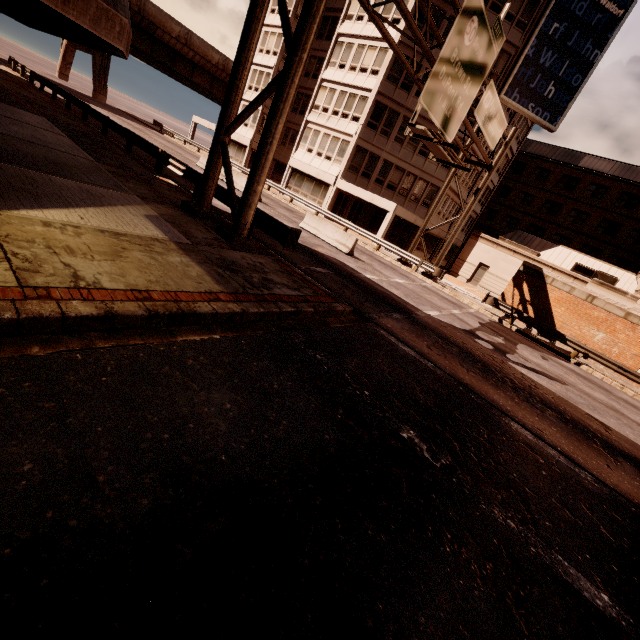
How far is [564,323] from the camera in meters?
20.2

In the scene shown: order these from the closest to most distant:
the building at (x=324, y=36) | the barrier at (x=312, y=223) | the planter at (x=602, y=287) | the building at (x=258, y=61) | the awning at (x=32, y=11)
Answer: the awning at (x=32, y=11) → the barrier at (x=312, y=223) → the planter at (x=602, y=287) → the building at (x=324, y=36) → the building at (x=258, y=61)

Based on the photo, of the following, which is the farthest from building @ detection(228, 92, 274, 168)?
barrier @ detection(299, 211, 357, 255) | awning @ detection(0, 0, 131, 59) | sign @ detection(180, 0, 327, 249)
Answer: awning @ detection(0, 0, 131, 59)

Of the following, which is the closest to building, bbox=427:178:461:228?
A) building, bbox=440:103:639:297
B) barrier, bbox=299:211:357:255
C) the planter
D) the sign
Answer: building, bbox=440:103:639:297

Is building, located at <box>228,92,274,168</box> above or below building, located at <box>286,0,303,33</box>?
below

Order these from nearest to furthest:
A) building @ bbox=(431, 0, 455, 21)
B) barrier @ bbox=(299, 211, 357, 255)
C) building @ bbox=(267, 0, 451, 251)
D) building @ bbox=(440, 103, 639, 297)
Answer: barrier @ bbox=(299, 211, 357, 255)
building @ bbox=(431, 0, 455, 21)
building @ bbox=(267, 0, 451, 251)
building @ bbox=(440, 103, 639, 297)

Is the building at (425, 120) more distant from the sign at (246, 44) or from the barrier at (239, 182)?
the barrier at (239, 182)

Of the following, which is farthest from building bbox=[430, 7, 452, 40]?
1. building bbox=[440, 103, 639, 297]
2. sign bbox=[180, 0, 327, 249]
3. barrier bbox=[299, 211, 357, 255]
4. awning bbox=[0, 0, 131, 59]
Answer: awning bbox=[0, 0, 131, 59]
